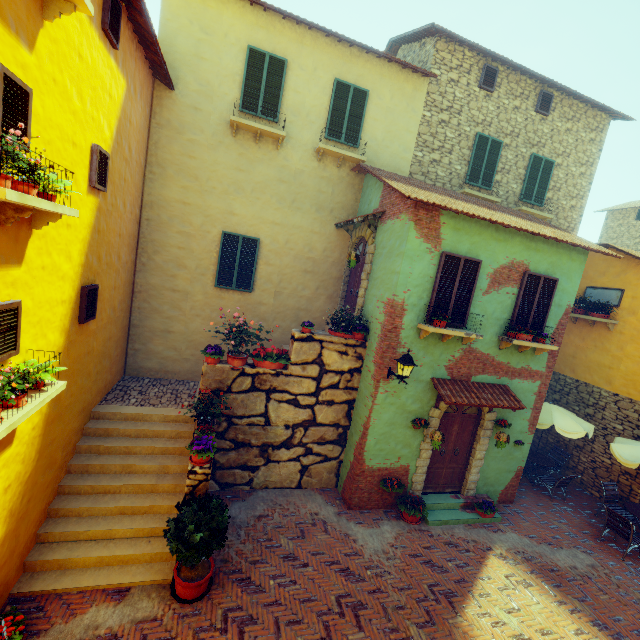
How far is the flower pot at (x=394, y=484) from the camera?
8.05m

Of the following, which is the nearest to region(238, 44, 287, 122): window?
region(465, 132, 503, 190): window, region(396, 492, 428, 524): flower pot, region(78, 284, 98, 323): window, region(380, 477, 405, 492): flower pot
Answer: region(78, 284, 98, 323): window

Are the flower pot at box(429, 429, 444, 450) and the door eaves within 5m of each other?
yes

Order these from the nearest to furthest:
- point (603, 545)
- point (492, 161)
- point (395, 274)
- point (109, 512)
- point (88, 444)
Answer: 1. point (109, 512)
2. point (88, 444)
3. point (395, 274)
4. point (603, 545)
5. point (492, 161)

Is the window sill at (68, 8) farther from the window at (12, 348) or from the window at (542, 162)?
the window at (542, 162)

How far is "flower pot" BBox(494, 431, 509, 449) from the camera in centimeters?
833cm

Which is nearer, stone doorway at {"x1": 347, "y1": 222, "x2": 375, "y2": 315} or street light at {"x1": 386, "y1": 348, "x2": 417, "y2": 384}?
street light at {"x1": 386, "y1": 348, "x2": 417, "y2": 384}

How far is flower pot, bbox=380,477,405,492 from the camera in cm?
805
